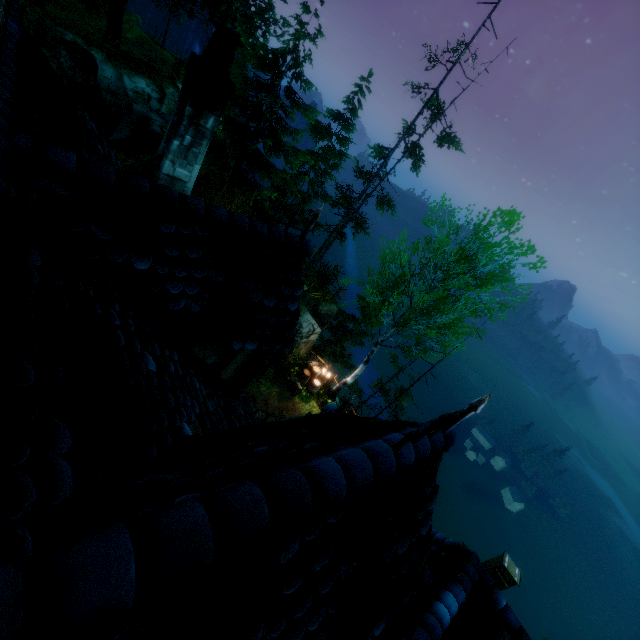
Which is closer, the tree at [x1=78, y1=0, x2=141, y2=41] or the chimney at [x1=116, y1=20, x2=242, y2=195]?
the chimney at [x1=116, y1=20, x2=242, y2=195]

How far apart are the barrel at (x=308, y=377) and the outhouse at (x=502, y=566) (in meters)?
13.93

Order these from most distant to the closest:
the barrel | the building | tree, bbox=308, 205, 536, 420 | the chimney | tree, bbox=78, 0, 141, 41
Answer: tree, bbox=78, 0, 141, 41 < the barrel < tree, bbox=308, 205, 536, 420 < the chimney < the building

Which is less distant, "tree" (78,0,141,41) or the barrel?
the barrel

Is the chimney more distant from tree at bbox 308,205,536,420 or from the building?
tree at bbox 308,205,536,420

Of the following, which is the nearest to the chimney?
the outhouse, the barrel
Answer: the barrel

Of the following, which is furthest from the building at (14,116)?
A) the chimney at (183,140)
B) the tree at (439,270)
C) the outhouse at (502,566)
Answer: the outhouse at (502,566)

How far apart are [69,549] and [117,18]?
28.38m
